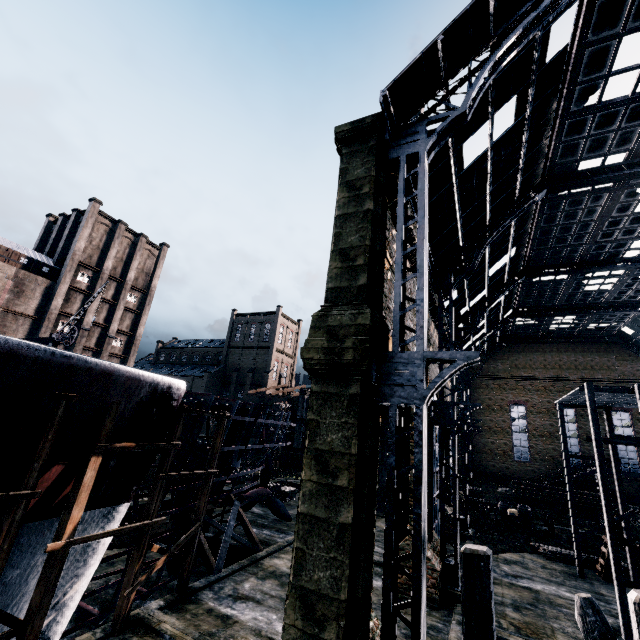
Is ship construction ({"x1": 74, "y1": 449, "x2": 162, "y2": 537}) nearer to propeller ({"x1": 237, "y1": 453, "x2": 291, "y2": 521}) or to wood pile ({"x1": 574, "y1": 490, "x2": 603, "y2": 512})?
propeller ({"x1": 237, "y1": 453, "x2": 291, "y2": 521})

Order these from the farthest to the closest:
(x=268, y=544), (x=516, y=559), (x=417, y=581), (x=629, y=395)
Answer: (x=516, y=559) → (x=268, y=544) → (x=629, y=395) → (x=417, y=581)

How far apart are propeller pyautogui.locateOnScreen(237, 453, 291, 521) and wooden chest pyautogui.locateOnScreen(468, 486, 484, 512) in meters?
20.6

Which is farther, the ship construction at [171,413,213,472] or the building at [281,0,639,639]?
the ship construction at [171,413,213,472]

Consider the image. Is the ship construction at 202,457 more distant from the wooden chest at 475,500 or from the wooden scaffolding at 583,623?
the wooden chest at 475,500

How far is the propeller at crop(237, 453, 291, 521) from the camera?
25.2 meters

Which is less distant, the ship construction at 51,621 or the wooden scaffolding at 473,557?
the wooden scaffolding at 473,557

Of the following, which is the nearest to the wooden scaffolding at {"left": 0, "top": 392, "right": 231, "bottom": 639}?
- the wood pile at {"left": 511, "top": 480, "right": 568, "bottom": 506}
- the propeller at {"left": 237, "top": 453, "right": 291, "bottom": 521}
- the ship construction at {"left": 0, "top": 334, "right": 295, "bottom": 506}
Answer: the ship construction at {"left": 0, "top": 334, "right": 295, "bottom": 506}
